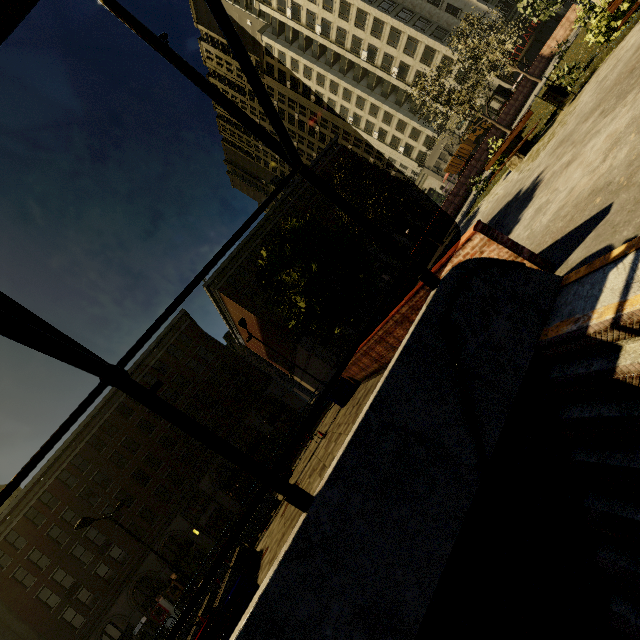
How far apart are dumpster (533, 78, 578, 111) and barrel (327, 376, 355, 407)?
13.0m

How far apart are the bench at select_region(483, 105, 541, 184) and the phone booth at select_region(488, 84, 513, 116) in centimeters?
1986cm

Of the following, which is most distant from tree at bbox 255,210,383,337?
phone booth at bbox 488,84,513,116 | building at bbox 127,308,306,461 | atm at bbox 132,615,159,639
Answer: atm at bbox 132,615,159,639

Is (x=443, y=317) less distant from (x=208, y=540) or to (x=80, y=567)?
(x=208, y=540)

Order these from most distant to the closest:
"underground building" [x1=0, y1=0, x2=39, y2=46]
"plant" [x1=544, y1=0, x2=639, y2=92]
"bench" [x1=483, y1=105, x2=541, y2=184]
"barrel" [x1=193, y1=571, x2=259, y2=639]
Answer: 1. "bench" [x1=483, y1=105, x2=541, y2=184]
2. "plant" [x1=544, y1=0, x2=639, y2=92]
3. "barrel" [x1=193, y1=571, x2=259, y2=639]
4. "underground building" [x1=0, y1=0, x2=39, y2=46]

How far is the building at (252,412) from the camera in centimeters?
3581cm

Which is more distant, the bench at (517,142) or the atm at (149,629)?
the atm at (149,629)

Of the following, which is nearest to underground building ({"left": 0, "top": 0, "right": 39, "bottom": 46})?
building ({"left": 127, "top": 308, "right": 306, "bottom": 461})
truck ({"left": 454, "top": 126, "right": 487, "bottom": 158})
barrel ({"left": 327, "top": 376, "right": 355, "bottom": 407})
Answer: barrel ({"left": 327, "top": 376, "right": 355, "bottom": 407})
